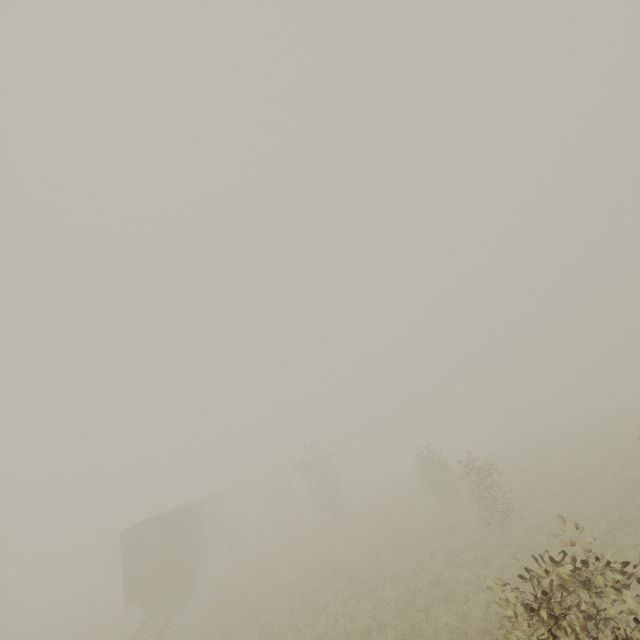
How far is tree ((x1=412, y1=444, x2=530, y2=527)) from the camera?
15.3m

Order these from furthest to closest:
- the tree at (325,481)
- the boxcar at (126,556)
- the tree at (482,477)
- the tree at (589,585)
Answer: the tree at (325,481) → the boxcar at (126,556) → the tree at (482,477) → the tree at (589,585)

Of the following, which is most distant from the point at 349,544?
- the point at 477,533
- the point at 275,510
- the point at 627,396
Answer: the point at 627,396

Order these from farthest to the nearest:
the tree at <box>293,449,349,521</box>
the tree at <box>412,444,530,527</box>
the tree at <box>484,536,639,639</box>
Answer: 1. the tree at <box>293,449,349,521</box>
2. the tree at <box>412,444,530,527</box>
3. the tree at <box>484,536,639,639</box>

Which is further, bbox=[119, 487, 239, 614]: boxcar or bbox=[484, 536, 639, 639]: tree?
bbox=[119, 487, 239, 614]: boxcar

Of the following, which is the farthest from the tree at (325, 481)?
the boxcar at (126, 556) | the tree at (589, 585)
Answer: the tree at (589, 585)

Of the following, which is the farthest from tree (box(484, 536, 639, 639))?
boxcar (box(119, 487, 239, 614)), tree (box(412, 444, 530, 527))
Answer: boxcar (box(119, 487, 239, 614))

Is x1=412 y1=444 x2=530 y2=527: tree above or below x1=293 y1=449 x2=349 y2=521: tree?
below
